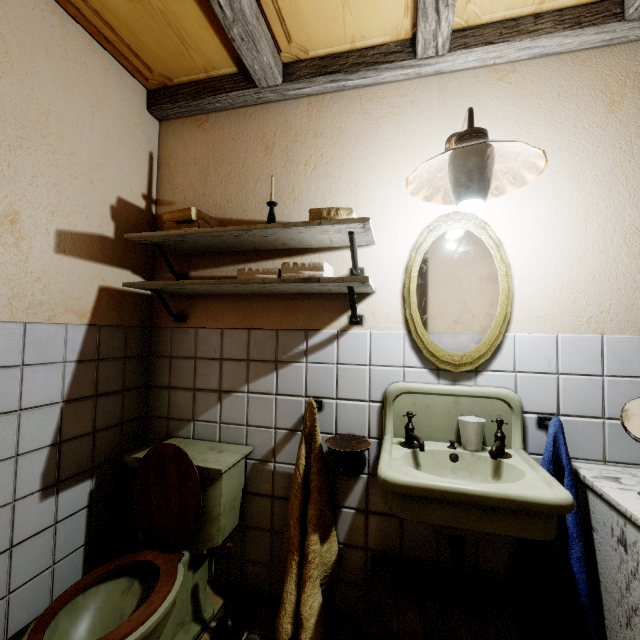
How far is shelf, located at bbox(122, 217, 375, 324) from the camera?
1.4m

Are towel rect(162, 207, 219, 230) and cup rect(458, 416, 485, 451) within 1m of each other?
no

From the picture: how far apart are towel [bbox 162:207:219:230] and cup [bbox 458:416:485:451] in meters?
1.6

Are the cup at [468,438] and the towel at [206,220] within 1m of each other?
no

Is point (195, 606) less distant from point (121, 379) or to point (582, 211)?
point (121, 379)

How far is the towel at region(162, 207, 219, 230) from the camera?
1.64m

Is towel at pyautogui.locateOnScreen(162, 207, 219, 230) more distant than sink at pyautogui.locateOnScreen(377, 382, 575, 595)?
Yes

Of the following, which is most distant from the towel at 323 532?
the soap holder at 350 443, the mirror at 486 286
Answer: the mirror at 486 286
